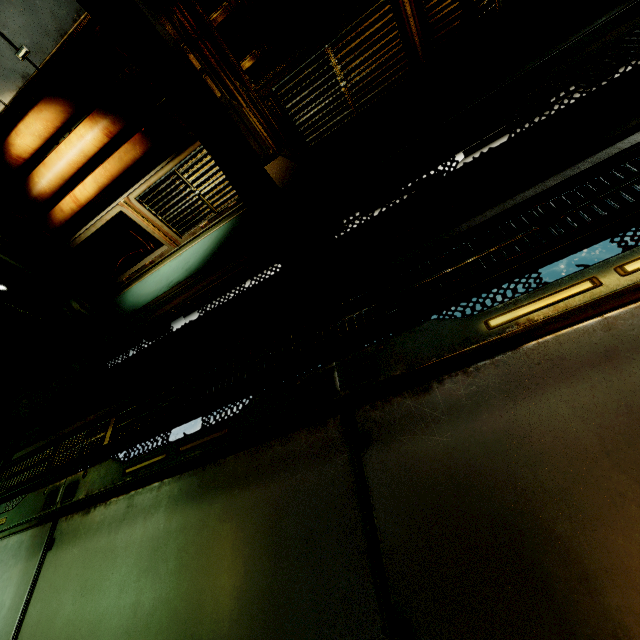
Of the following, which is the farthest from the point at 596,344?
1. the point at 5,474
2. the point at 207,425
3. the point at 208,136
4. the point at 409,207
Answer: the point at 5,474

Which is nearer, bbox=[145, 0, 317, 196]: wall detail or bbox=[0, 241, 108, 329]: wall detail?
bbox=[145, 0, 317, 196]: wall detail

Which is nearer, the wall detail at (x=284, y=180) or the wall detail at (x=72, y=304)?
the wall detail at (x=284, y=180)
